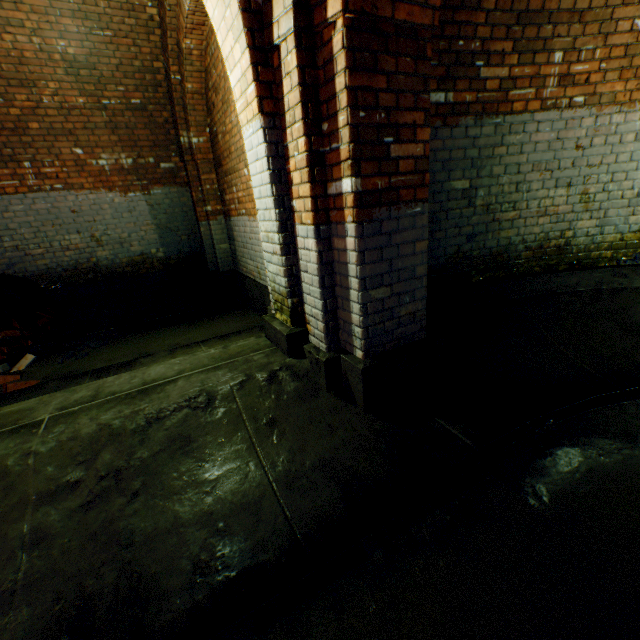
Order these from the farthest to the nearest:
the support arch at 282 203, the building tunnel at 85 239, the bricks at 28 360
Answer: the bricks at 28 360, the support arch at 282 203, the building tunnel at 85 239

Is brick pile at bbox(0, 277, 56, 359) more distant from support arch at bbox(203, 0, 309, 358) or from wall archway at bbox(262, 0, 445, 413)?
wall archway at bbox(262, 0, 445, 413)

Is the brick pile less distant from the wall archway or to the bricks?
the bricks

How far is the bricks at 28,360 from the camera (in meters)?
4.37

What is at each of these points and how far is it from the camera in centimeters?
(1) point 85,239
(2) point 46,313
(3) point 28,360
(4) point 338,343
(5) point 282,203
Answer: (1) building tunnel, 599cm
(2) brick pile, 556cm
(3) bricks, 445cm
(4) wall archway, 266cm
(5) support arch, 253cm

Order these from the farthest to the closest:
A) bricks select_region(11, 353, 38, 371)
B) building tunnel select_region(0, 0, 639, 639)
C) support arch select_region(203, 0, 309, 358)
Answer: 1. bricks select_region(11, 353, 38, 371)
2. support arch select_region(203, 0, 309, 358)
3. building tunnel select_region(0, 0, 639, 639)

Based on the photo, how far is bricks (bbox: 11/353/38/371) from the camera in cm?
437

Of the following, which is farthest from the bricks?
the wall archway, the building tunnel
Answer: the wall archway
